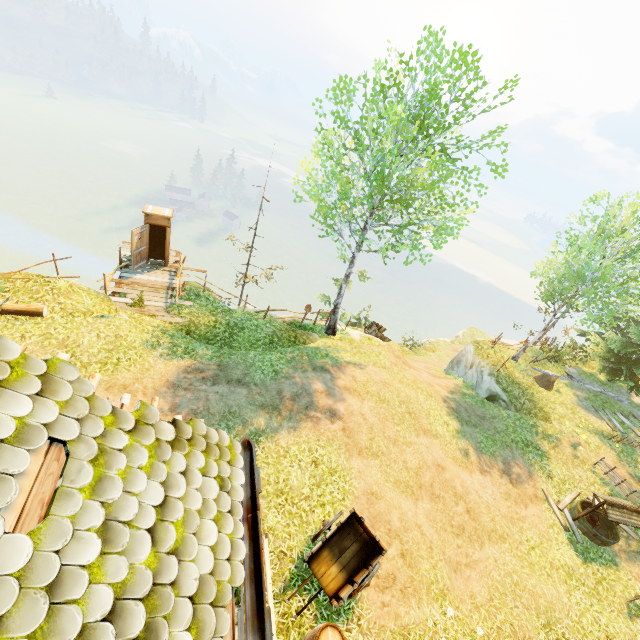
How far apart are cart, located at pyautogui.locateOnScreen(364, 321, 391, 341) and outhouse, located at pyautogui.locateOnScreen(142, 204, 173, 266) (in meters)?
12.90

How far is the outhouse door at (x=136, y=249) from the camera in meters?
14.1 m

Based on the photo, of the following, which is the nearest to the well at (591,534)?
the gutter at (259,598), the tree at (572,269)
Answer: the tree at (572,269)

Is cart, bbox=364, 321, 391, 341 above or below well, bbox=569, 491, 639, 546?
below

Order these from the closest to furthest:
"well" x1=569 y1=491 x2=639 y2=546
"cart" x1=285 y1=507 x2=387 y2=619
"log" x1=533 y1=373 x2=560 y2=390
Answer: "cart" x1=285 y1=507 x2=387 y2=619 < "well" x1=569 y1=491 x2=639 y2=546 < "log" x1=533 y1=373 x2=560 y2=390

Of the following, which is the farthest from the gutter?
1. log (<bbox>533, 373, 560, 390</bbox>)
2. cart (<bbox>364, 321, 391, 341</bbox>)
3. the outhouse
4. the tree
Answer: log (<bbox>533, 373, 560, 390</bbox>)

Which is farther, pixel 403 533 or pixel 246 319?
pixel 246 319

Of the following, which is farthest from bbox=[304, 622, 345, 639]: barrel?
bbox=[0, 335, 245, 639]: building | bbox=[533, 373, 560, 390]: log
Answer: bbox=[533, 373, 560, 390]: log
